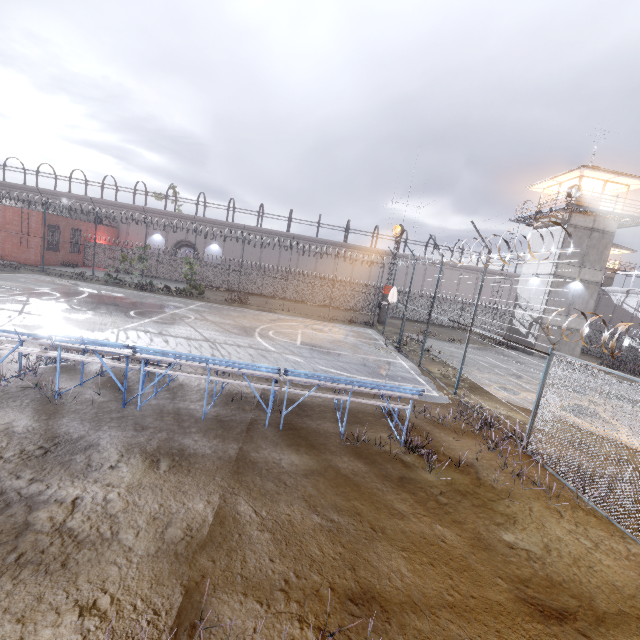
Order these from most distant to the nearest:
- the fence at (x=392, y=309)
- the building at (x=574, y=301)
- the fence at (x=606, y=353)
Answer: the building at (x=574, y=301), the fence at (x=392, y=309), the fence at (x=606, y=353)

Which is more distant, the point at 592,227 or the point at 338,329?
the point at 592,227

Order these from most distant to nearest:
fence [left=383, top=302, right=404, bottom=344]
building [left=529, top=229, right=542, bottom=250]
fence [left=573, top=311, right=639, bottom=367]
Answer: building [left=529, top=229, right=542, bottom=250]
fence [left=383, top=302, right=404, bottom=344]
fence [left=573, top=311, right=639, bottom=367]

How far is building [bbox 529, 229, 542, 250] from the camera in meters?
27.7

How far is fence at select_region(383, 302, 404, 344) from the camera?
20.2m

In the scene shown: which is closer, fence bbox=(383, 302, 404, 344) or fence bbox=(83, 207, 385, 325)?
fence bbox=(383, 302, 404, 344)

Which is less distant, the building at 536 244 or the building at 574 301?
the building at 574 301

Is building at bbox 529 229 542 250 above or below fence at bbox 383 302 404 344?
above
